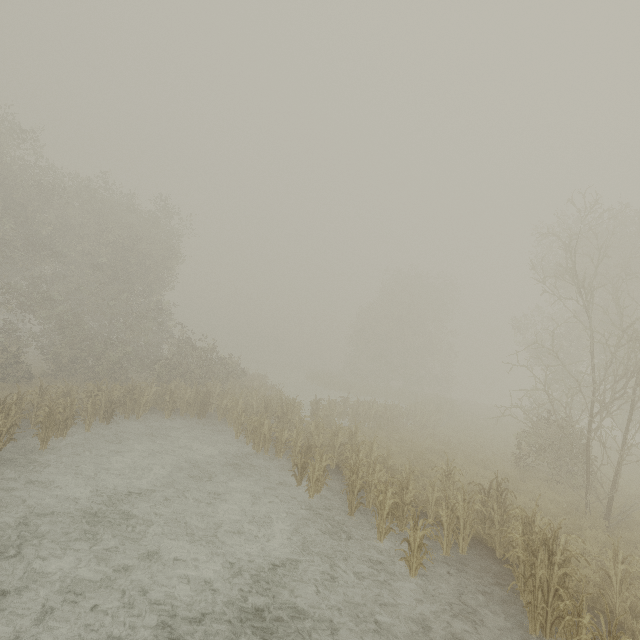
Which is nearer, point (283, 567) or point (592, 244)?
point (283, 567)
